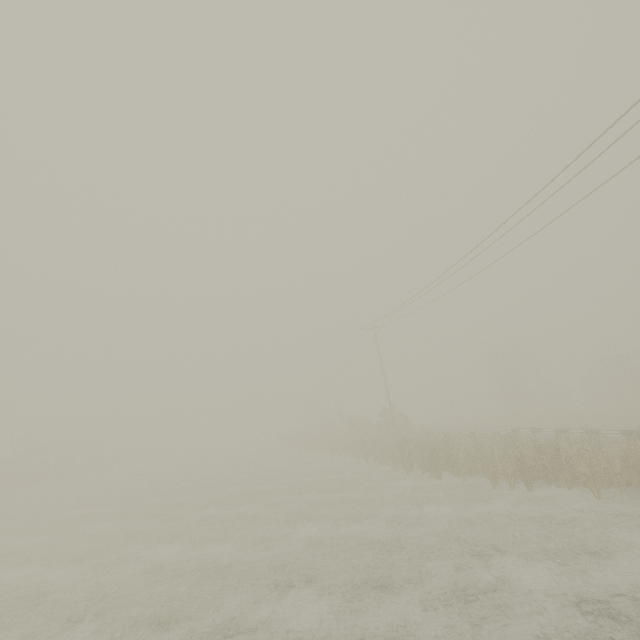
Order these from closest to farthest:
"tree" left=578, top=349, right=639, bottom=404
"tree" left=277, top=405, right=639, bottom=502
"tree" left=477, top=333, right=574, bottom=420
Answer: "tree" left=277, top=405, right=639, bottom=502
"tree" left=578, top=349, right=639, bottom=404
"tree" left=477, top=333, right=574, bottom=420

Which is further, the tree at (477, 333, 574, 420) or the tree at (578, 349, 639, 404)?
the tree at (477, 333, 574, 420)

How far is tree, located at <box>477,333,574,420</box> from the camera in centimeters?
4244cm

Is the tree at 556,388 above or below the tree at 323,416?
above

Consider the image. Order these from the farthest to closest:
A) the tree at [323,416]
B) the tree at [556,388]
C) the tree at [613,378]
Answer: the tree at [556,388]
the tree at [613,378]
the tree at [323,416]

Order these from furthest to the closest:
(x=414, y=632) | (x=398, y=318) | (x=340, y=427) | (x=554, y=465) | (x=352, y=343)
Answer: (x=340, y=427), (x=352, y=343), (x=398, y=318), (x=554, y=465), (x=414, y=632)
